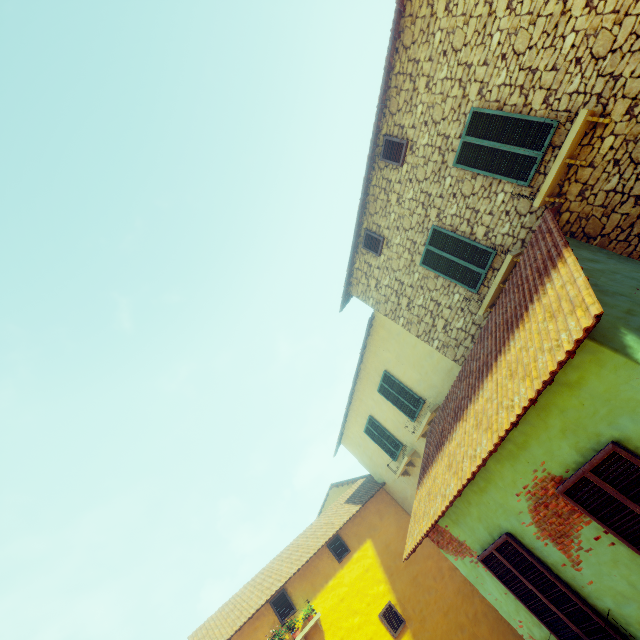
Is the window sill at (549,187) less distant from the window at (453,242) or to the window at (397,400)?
the window at (453,242)

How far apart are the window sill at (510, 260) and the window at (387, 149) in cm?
337

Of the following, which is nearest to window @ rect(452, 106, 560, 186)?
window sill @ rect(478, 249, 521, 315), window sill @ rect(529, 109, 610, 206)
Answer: window sill @ rect(529, 109, 610, 206)

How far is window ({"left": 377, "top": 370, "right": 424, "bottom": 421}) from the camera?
10.48m

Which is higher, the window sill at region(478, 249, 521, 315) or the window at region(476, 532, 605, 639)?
the window sill at region(478, 249, 521, 315)

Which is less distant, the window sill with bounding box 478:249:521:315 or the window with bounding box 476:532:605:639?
the window with bounding box 476:532:605:639

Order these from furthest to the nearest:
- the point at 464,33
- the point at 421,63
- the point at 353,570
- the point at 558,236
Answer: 1. the point at 353,570
2. the point at 421,63
3. the point at 464,33
4. the point at 558,236

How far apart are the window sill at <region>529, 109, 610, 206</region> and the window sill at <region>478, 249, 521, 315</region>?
1.0m
